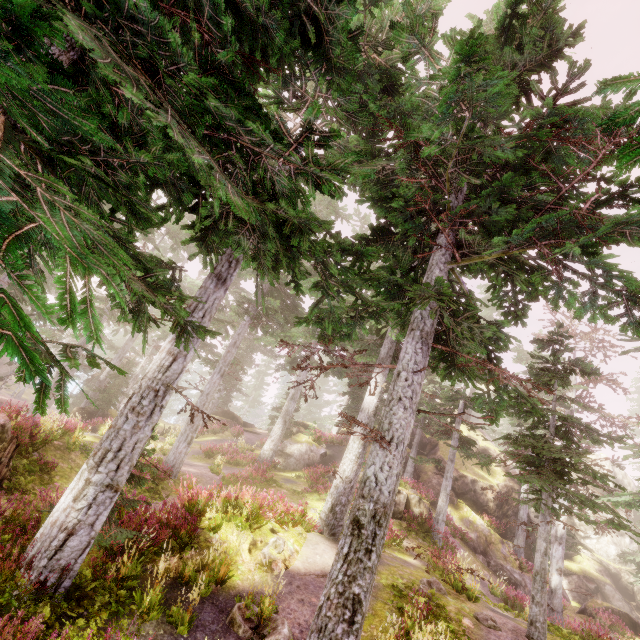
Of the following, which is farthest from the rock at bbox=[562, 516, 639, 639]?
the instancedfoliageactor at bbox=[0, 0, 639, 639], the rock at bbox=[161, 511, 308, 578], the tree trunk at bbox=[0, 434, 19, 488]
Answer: the tree trunk at bbox=[0, 434, 19, 488]

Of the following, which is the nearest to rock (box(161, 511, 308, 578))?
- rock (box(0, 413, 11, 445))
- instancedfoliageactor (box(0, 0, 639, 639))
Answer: instancedfoliageactor (box(0, 0, 639, 639))

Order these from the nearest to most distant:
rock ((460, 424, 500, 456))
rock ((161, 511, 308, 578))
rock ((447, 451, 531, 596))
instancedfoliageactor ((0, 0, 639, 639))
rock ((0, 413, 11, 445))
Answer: instancedfoliageactor ((0, 0, 639, 639)) < rock ((161, 511, 308, 578)) < rock ((0, 413, 11, 445)) < rock ((447, 451, 531, 596)) < rock ((460, 424, 500, 456))

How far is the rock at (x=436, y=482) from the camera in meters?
19.2 m

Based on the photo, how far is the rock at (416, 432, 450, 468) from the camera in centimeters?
2979cm

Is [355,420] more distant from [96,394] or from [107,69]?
[96,394]

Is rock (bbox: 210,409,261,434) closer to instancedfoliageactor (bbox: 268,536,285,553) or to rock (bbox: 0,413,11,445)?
instancedfoliageactor (bbox: 268,536,285,553)
